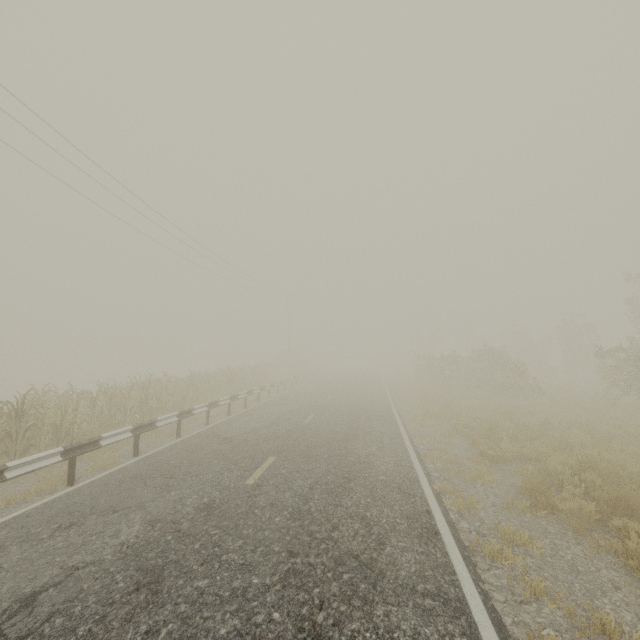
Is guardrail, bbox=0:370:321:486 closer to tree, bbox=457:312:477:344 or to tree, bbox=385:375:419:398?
tree, bbox=385:375:419:398

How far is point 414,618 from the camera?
3.3 meters

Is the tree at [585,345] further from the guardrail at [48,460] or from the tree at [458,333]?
the tree at [458,333]

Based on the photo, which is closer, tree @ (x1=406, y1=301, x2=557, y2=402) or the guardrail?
the guardrail

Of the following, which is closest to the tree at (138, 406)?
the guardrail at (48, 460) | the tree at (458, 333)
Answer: the guardrail at (48, 460)
